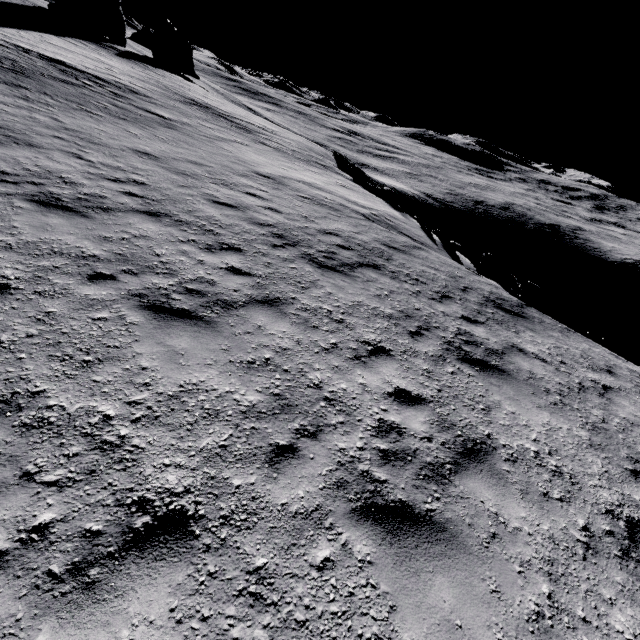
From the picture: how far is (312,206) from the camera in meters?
12.4 m

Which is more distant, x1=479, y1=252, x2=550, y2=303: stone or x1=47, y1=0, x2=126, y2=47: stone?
x1=47, y1=0, x2=126, y2=47: stone

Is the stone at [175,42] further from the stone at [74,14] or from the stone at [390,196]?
the stone at [390,196]

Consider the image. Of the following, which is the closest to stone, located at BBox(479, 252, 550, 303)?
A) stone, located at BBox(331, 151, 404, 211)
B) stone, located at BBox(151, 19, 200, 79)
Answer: stone, located at BBox(331, 151, 404, 211)

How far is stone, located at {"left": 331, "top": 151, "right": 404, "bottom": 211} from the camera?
19.9 meters

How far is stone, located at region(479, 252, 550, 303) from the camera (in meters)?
13.12

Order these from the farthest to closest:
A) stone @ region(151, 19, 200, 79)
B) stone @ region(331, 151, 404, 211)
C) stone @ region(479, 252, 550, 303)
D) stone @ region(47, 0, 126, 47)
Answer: stone @ region(151, 19, 200, 79)
stone @ region(47, 0, 126, 47)
stone @ region(331, 151, 404, 211)
stone @ region(479, 252, 550, 303)

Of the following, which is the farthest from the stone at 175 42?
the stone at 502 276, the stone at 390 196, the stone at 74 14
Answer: the stone at 502 276
